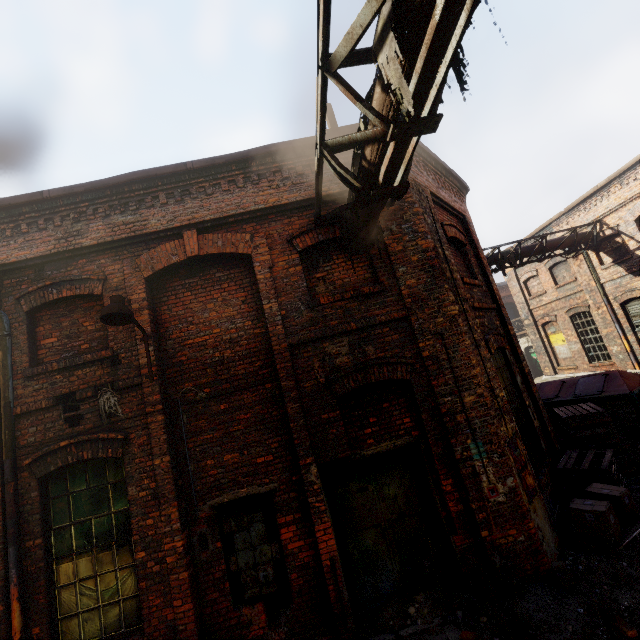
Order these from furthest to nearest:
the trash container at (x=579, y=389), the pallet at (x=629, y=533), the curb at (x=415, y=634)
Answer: the trash container at (x=579, y=389) → the pallet at (x=629, y=533) → the curb at (x=415, y=634)

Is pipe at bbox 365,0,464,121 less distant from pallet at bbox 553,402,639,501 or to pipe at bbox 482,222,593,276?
pallet at bbox 553,402,639,501

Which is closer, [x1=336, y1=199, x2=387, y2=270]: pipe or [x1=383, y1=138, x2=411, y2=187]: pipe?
[x1=383, y1=138, x2=411, y2=187]: pipe

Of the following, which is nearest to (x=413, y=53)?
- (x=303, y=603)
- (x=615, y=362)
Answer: (x=303, y=603)

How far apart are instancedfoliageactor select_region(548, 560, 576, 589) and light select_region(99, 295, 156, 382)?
6.5m

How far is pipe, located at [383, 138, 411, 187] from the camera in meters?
3.5 m

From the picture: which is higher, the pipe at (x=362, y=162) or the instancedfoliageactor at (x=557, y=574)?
the pipe at (x=362, y=162)
